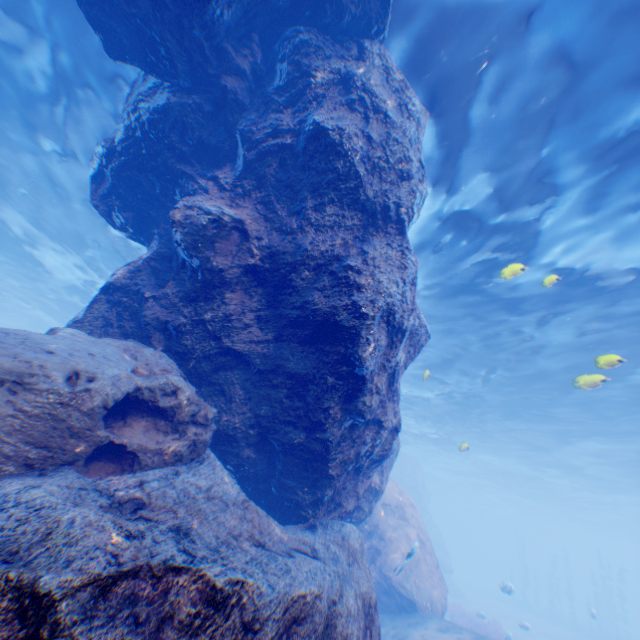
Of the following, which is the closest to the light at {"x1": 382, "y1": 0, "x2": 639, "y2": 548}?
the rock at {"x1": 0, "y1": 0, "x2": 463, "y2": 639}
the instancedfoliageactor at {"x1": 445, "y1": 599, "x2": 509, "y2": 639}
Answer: the rock at {"x1": 0, "y1": 0, "x2": 463, "y2": 639}

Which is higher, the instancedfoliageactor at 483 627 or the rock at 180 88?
the rock at 180 88

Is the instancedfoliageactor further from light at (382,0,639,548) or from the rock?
light at (382,0,639,548)

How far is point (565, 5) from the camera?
5.84m

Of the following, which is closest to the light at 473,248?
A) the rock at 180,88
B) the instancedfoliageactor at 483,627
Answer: the rock at 180,88

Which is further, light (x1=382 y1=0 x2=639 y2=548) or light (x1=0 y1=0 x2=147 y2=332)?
light (x1=0 y1=0 x2=147 y2=332)
